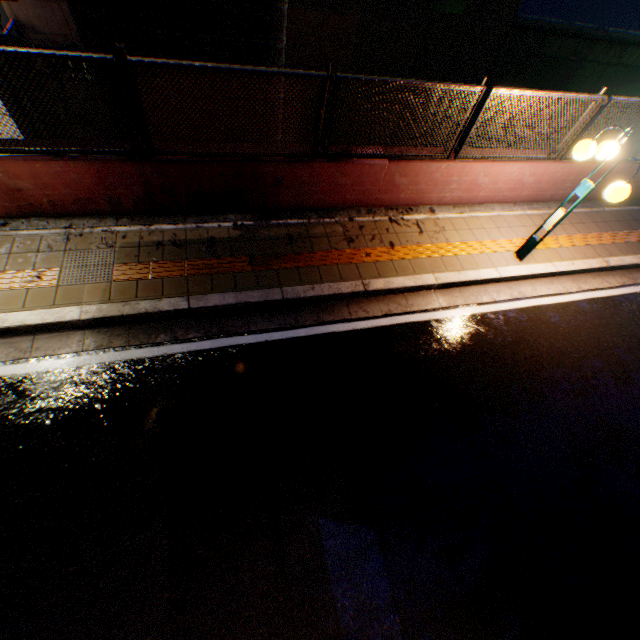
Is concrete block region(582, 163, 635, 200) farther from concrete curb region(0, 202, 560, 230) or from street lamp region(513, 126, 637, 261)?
street lamp region(513, 126, 637, 261)

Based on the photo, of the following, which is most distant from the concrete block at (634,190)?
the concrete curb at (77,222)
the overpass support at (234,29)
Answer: the overpass support at (234,29)

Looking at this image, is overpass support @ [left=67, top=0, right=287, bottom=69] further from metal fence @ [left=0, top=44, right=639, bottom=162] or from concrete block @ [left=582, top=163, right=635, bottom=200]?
concrete block @ [left=582, top=163, right=635, bottom=200]

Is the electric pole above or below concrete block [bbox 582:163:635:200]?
above

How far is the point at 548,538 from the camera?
3.97m

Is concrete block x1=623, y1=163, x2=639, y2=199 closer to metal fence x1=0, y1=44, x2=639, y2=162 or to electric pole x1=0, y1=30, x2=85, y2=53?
metal fence x1=0, y1=44, x2=639, y2=162

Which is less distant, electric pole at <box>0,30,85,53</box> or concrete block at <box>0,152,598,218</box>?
concrete block at <box>0,152,598,218</box>

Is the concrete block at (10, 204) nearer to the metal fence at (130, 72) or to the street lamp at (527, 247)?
the metal fence at (130, 72)
